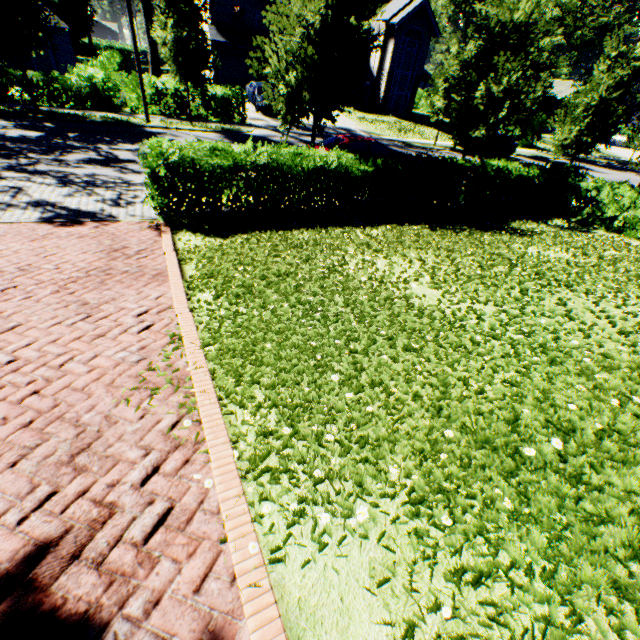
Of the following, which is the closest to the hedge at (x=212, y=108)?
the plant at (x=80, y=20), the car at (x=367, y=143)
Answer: the car at (x=367, y=143)

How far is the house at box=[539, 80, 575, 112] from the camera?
46.2 meters

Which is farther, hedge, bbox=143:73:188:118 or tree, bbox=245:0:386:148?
hedge, bbox=143:73:188:118

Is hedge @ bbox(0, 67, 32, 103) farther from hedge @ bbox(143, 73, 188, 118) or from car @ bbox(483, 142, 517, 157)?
car @ bbox(483, 142, 517, 157)

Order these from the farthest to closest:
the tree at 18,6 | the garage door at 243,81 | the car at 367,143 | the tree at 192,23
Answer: the garage door at 243,81
the tree at 192,23
the tree at 18,6
the car at 367,143

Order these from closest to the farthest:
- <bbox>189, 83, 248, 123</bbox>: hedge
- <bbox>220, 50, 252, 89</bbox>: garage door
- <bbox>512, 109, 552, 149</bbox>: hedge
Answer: <bbox>189, 83, 248, 123</bbox>: hedge, <bbox>220, 50, 252, 89</bbox>: garage door, <bbox>512, 109, 552, 149</bbox>: hedge

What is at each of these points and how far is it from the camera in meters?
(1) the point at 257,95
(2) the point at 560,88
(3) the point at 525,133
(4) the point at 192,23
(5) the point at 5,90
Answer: (1) car, 24.0 m
(2) house, 47.8 m
(3) hedge, 32.2 m
(4) tree, 15.4 m
(5) hedge, 16.4 m

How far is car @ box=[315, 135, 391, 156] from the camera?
12.3 meters
